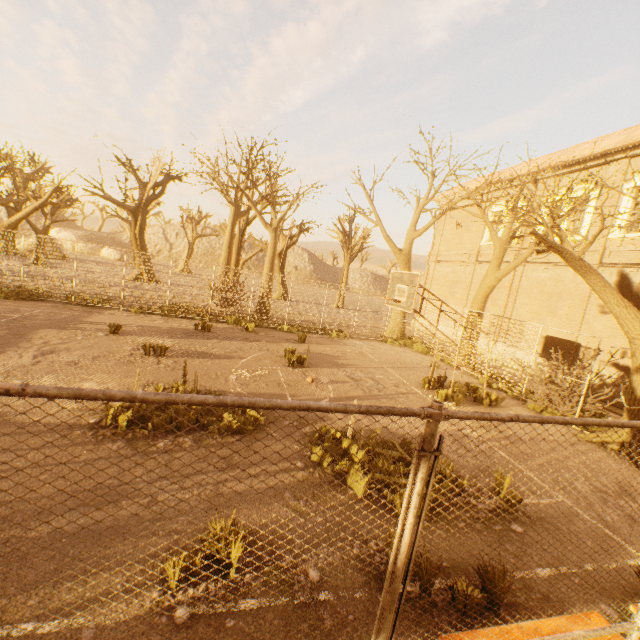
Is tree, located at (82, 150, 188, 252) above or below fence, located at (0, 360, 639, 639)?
above

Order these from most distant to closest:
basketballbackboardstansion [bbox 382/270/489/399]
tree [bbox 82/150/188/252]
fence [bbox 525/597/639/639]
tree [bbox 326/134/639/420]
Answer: tree [bbox 82/150/188/252] → basketballbackboardstansion [bbox 382/270/489/399] → tree [bbox 326/134/639/420] → fence [bbox 525/597/639/639]

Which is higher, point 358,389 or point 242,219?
point 242,219

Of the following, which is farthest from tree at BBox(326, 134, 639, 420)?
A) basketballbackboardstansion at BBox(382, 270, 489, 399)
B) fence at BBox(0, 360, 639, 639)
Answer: basketballbackboardstansion at BBox(382, 270, 489, 399)

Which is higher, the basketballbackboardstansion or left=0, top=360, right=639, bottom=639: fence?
the basketballbackboardstansion

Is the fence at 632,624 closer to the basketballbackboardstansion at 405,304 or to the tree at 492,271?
the tree at 492,271

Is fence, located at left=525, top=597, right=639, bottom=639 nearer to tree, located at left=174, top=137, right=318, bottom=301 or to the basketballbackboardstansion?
tree, located at left=174, top=137, right=318, bottom=301
